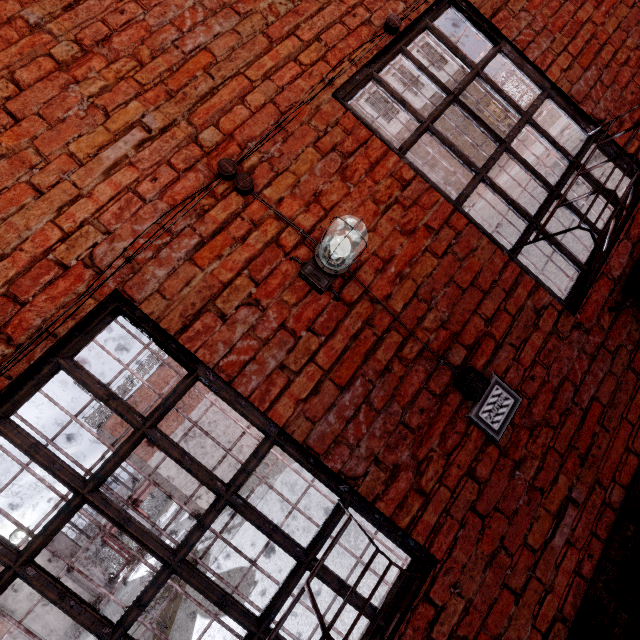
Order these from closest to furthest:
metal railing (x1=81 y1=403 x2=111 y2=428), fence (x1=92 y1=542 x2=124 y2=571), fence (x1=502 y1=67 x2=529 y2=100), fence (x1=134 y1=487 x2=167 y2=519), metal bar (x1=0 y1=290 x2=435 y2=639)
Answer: metal bar (x1=0 y1=290 x2=435 y2=639), metal railing (x1=81 y1=403 x2=111 y2=428), fence (x1=502 y1=67 x2=529 y2=100), fence (x1=92 y1=542 x2=124 y2=571), fence (x1=134 y1=487 x2=167 y2=519)

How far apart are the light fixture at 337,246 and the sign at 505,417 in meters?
0.9

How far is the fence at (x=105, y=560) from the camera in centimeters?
3122cm

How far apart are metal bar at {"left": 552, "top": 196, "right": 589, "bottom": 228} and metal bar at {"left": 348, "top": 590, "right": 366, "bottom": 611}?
0.9m

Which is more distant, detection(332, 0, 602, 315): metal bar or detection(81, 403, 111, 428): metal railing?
detection(81, 403, 111, 428): metal railing

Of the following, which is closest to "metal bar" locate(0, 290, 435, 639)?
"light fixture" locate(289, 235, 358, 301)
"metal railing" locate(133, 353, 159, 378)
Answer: "light fixture" locate(289, 235, 358, 301)

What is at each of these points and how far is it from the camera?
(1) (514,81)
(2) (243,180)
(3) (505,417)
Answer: (1) fence, 29.0m
(2) wiring, 1.6m
(3) sign, 1.7m
